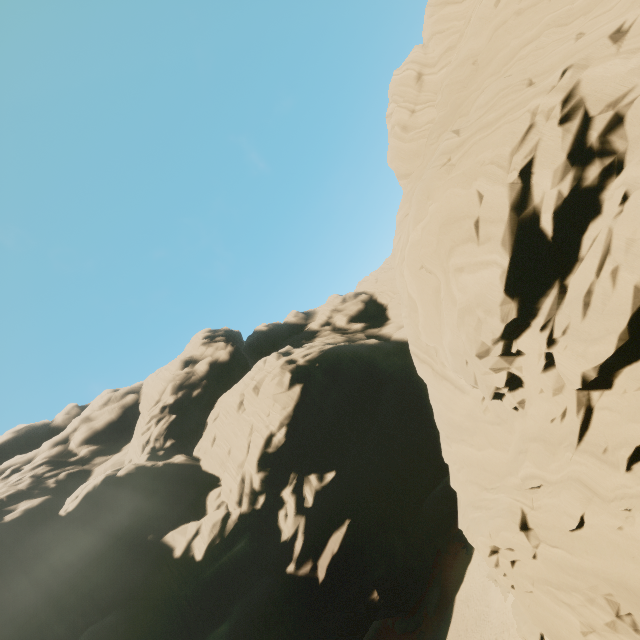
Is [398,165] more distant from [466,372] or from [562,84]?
→ [466,372]
